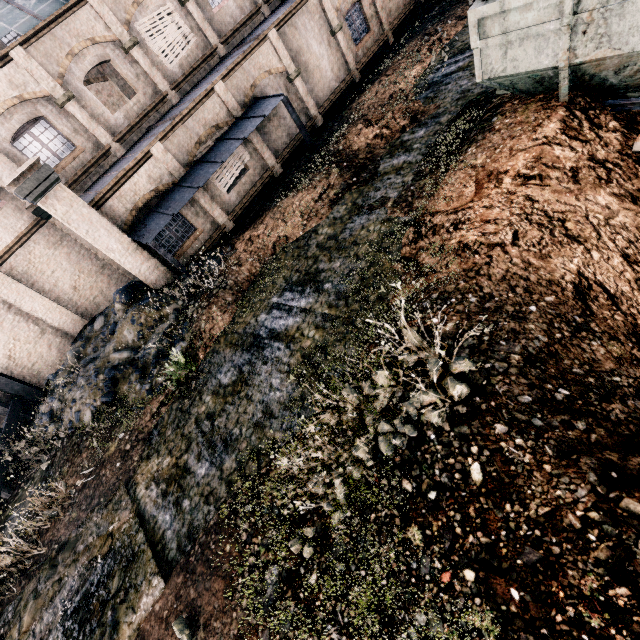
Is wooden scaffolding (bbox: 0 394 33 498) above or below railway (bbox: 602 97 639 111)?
above

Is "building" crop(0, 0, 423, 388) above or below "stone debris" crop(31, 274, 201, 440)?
above

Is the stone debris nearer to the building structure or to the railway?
the building structure

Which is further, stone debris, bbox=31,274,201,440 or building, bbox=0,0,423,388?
building, bbox=0,0,423,388

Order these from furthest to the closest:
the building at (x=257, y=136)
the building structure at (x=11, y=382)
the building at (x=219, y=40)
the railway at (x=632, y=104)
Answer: the building structure at (x=11, y=382) → the building at (x=257, y=136) → the building at (x=219, y=40) → the railway at (x=632, y=104)

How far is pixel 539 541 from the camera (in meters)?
4.01

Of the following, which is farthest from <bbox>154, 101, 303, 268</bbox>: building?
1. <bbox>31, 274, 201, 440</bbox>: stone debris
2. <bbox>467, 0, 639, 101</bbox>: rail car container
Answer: <bbox>467, 0, 639, 101</bbox>: rail car container

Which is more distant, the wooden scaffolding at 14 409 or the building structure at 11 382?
the building structure at 11 382
